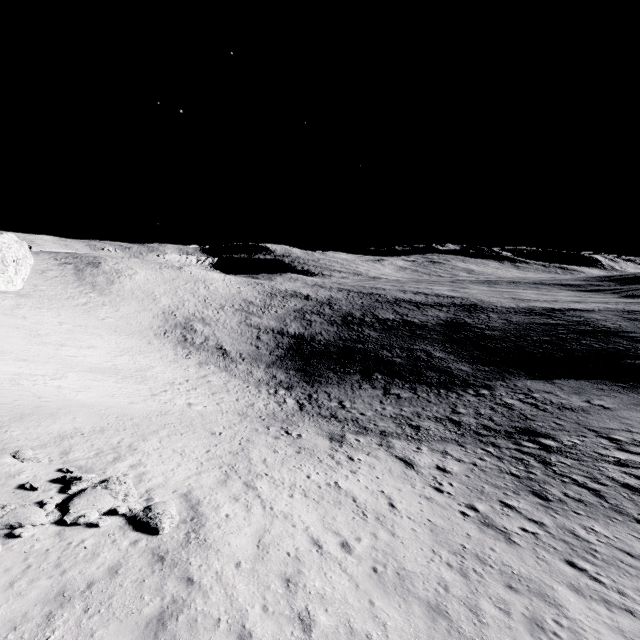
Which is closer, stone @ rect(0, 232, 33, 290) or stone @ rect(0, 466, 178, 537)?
stone @ rect(0, 466, 178, 537)

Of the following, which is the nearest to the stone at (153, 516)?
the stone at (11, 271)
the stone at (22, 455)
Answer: the stone at (22, 455)

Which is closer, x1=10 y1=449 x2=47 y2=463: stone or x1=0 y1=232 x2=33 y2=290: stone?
x1=10 y1=449 x2=47 y2=463: stone

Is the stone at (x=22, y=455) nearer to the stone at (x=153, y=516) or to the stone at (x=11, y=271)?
the stone at (x=153, y=516)

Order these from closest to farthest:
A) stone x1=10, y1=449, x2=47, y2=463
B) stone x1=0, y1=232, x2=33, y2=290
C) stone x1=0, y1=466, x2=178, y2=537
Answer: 1. stone x1=0, y1=466, x2=178, y2=537
2. stone x1=10, y1=449, x2=47, y2=463
3. stone x1=0, y1=232, x2=33, y2=290

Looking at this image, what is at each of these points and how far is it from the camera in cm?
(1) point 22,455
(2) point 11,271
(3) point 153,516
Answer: (1) stone, 1349
(2) stone, 4491
(3) stone, 1084

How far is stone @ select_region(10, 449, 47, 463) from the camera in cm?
1326

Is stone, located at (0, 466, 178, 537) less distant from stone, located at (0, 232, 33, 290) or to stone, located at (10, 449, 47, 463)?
stone, located at (10, 449, 47, 463)
